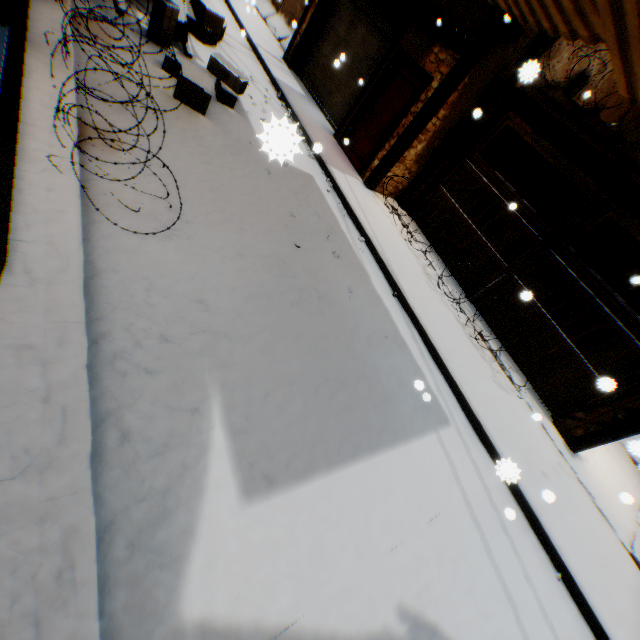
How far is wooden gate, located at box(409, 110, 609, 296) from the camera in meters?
6.2

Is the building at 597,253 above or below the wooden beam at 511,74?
→ below

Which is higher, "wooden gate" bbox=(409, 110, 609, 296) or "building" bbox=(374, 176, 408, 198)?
"wooden gate" bbox=(409, 110, 609, 296)

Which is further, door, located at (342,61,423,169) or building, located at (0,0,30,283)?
door, located at (342,61,423,169)

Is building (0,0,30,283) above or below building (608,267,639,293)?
below

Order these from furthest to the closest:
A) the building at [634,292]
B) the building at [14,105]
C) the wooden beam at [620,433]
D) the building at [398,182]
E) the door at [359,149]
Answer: the building at [634,292]
the building at [398,182]
the door at [359,149]
the wooden beam at [620,433]
the building at [14,105]

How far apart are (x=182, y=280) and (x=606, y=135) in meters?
7.4 m
